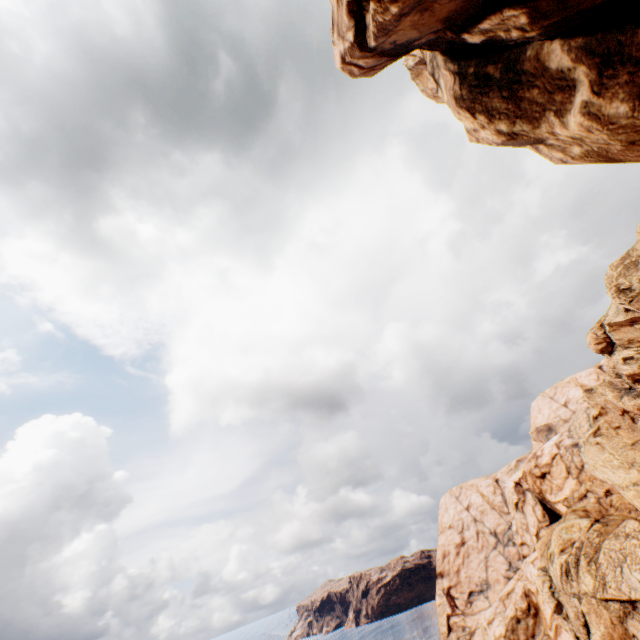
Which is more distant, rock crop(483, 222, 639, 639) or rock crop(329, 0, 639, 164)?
rock crop(483, 222, 639, 639)

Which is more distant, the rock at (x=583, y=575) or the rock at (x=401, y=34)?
the rock at (x=583, y=575)

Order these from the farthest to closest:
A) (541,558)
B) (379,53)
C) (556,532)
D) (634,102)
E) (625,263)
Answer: (541,558)
(556,532)
(625,263)
(379,53)
(634,102)
